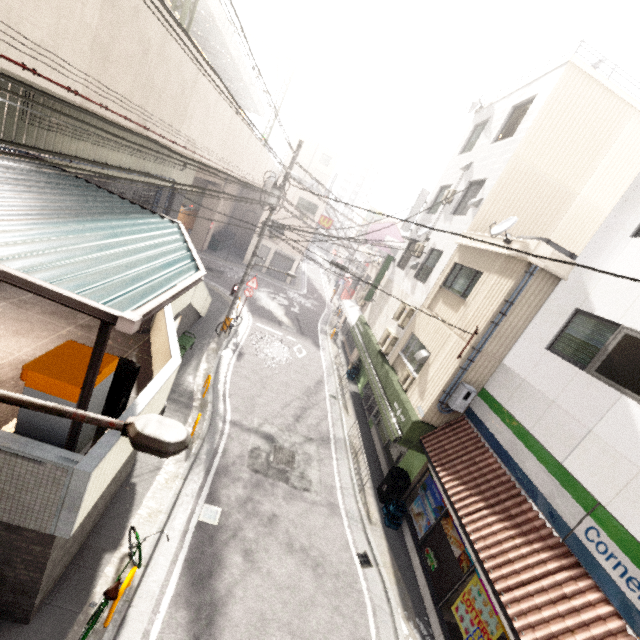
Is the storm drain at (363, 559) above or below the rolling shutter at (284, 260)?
below

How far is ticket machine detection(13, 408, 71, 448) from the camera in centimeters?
416cm

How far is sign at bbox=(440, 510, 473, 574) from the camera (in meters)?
7.66

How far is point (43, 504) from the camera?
4.01m

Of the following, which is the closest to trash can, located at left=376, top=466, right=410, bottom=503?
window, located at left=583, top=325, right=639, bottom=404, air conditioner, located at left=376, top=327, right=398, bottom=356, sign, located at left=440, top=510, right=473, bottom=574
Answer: sign, located at left=440, top=510, right=473, bottom=574

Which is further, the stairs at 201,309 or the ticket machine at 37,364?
the stairs at 201,309

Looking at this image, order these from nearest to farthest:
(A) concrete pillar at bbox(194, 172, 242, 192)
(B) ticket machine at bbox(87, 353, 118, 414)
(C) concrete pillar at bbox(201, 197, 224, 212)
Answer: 1. (B) ticket machine at bbox(87, 353, 118, 414)
2. (A) concrete pillar at bbox(194, 172, 242, 192)
3. (C) concrete pillar at bbox(201, 197, 224, 212)
